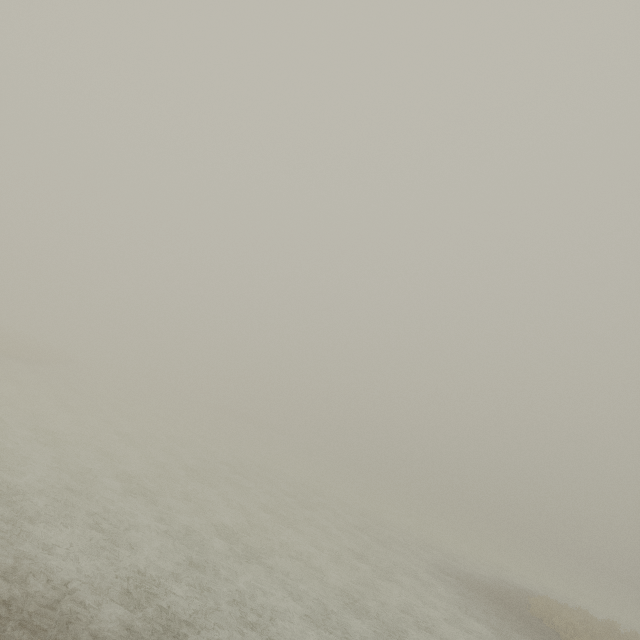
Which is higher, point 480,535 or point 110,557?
point 110,557
